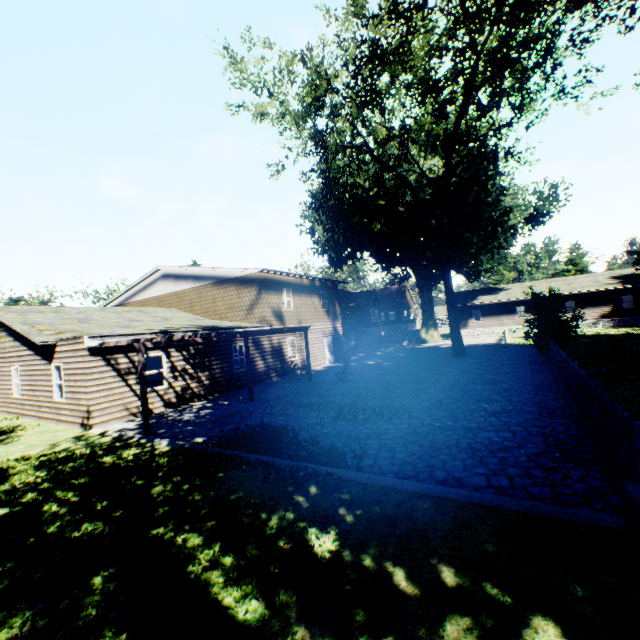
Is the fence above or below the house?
below

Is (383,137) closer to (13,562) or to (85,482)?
(85,482)

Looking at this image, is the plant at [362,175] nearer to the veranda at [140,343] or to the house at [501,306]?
the house at [501,306]

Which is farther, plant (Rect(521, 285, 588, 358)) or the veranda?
plant (Rect(521, 285, 588, 358))

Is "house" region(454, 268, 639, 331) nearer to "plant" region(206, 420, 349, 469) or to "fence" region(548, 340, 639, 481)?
"fence" region(548, 340, 639, 481)

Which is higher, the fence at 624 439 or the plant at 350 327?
the plant at 350 327

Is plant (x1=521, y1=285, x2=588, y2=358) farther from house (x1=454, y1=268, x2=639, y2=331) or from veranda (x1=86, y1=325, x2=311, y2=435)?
veranda (x1=86, y1=325, x2=311, y2=435)

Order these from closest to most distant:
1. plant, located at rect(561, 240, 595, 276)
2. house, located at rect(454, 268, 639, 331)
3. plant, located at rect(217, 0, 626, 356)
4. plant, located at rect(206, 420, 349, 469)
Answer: plant, located at rect(206, 420, 349, 469), plant, located at rect(217, 0, 626, 356), house, located at rect(454, 268, 639, 331), plant, located at rect(561, 240, 595, 276)
